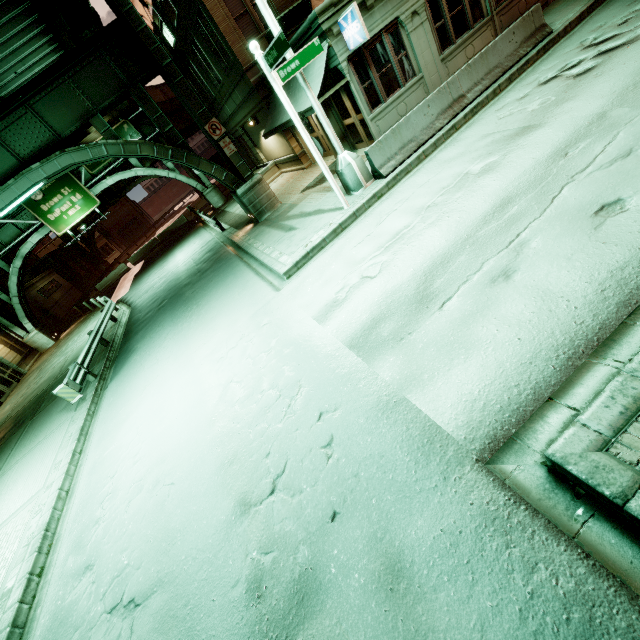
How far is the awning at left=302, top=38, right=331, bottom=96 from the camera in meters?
10.9

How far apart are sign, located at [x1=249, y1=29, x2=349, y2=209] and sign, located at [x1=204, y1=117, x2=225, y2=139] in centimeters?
659cm

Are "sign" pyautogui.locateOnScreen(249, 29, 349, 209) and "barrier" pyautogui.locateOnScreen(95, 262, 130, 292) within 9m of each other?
no

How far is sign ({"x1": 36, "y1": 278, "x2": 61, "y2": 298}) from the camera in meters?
34.4

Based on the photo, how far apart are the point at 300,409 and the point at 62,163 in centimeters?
1412cm

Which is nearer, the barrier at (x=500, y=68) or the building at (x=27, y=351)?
the barrier at (x=500, y=68)

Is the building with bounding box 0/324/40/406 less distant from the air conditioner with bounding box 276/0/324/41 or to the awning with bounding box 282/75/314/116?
the awning with bounding box 282/75/314/116

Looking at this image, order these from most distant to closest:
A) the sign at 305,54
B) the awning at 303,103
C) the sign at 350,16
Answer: the awning at 303,103
the sign at 350,16
the sign at 305,54
